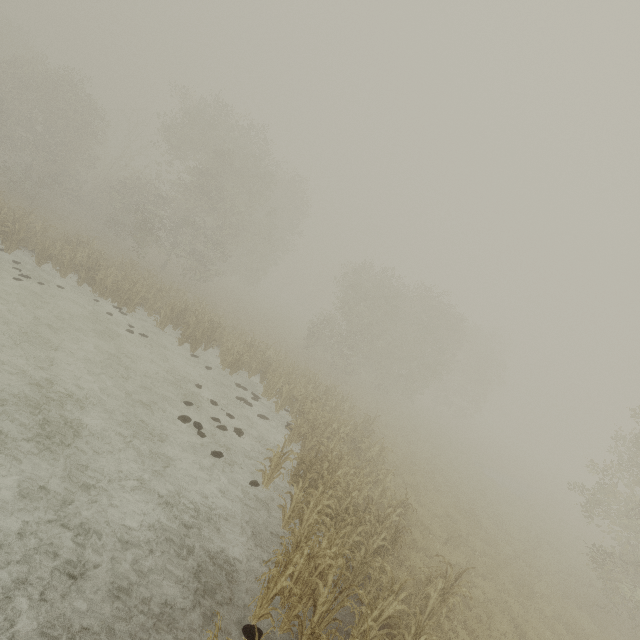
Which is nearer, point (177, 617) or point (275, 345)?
point (177, 617)
